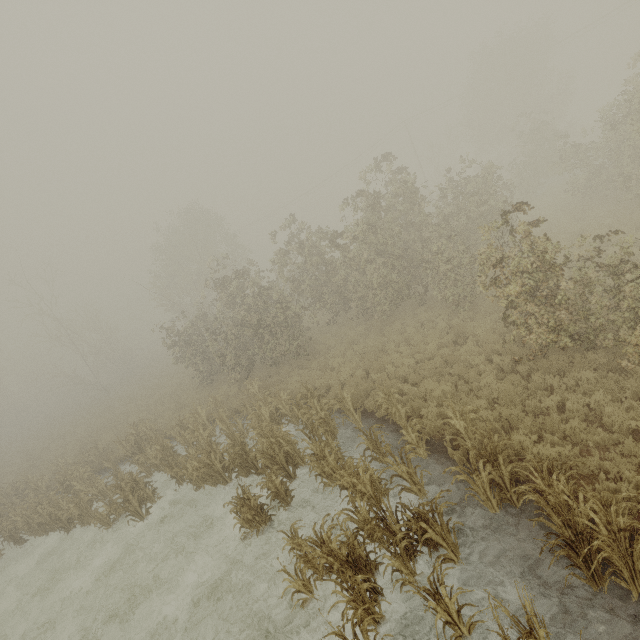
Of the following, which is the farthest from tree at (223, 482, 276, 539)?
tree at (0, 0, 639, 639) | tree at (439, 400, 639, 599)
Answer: tree at (0, 0, 639, 639)

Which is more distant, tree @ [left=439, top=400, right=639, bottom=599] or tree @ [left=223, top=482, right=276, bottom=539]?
tree @ [left=223, top=482, right=276, bottom=539]

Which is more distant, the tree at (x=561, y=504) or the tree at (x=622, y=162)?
the tree at (x=622, y=162)

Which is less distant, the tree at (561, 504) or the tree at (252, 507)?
the tree at (561, 504)

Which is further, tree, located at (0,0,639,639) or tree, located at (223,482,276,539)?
tree, located at (223,482,276,539)

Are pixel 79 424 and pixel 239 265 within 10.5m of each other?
no

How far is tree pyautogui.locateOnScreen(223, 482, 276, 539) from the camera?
8.6 meters

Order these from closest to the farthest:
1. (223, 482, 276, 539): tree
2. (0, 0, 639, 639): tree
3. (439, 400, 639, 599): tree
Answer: (439, 400, 639, 599): tree → (0, 0, 639, 639): tree → (223, 482, 276, 539): tree
